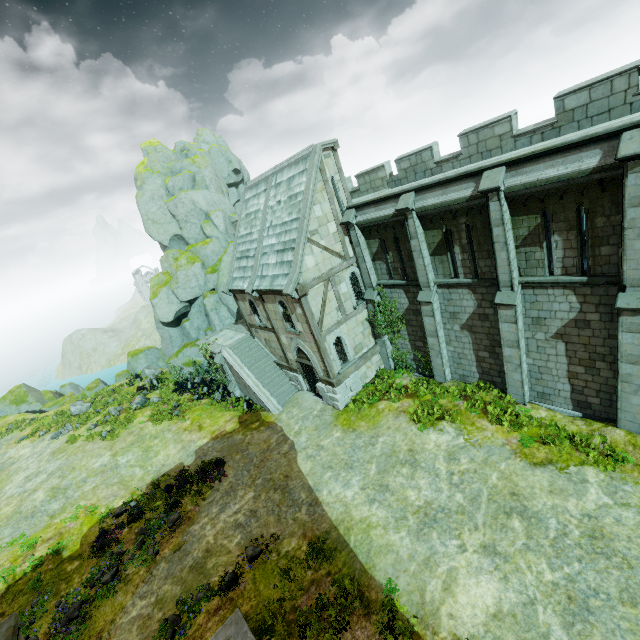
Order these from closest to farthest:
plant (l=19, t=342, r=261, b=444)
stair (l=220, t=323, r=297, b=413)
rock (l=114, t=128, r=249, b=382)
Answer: stair (l=220, t=323, r=297, b=413), plant (l=19, t=342, r=261, b=444), rock (l=114, t=128, r=249, b=382)

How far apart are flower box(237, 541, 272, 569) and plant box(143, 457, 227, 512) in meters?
5.6 m

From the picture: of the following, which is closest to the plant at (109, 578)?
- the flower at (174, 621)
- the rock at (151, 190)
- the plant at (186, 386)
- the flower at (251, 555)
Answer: the flower at (174, 621)

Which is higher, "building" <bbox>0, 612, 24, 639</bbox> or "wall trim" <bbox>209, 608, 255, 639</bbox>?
"building" <bbox>0, 612, 24, 639</bbox>

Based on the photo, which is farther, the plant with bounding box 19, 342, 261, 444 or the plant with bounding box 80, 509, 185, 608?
the plant with bounding box 19, 342, 261, 444

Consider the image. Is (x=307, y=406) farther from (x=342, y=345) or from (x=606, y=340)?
(x=606, y=340)

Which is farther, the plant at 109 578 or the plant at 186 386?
the plant at 186 386

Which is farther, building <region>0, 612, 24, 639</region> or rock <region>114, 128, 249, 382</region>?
rock <region>114, 128, 249, 382</region>
